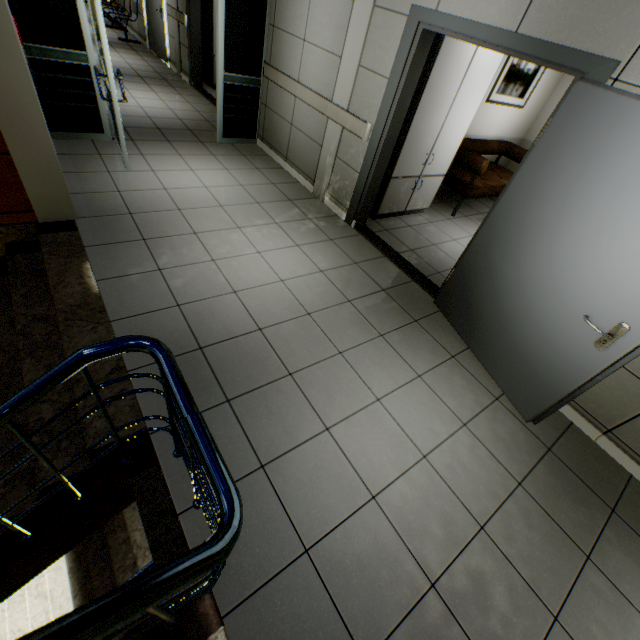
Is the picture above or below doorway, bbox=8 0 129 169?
above

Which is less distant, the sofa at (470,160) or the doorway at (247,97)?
the doorway at (247,97)

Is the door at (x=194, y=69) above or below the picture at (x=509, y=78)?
below

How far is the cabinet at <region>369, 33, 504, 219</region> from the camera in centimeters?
344cm

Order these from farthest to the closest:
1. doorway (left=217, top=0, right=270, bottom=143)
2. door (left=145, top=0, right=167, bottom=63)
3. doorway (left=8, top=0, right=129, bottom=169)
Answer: door (left=145, top=0, right=167, bottom=63) → doorway (left=217, top=0, right=270, bottom=143) → doorway (left=8, top=0, right=129, bottom=169)

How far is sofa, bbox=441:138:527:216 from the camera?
4.9m

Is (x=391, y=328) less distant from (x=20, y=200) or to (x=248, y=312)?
(x=248, y=312)

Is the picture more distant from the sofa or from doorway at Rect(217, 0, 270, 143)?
doorway at Rect(217, 0, 270, 143)
